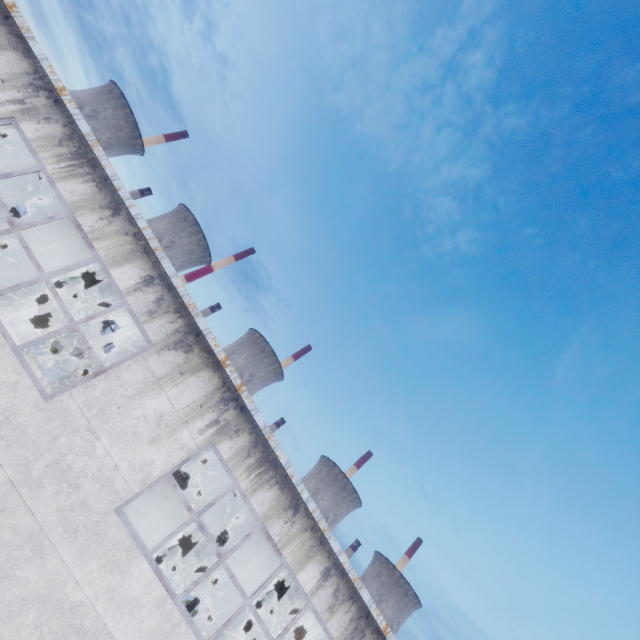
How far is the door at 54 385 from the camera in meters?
18.9 m

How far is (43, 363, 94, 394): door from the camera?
18.9m

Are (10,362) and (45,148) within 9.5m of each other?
yes
